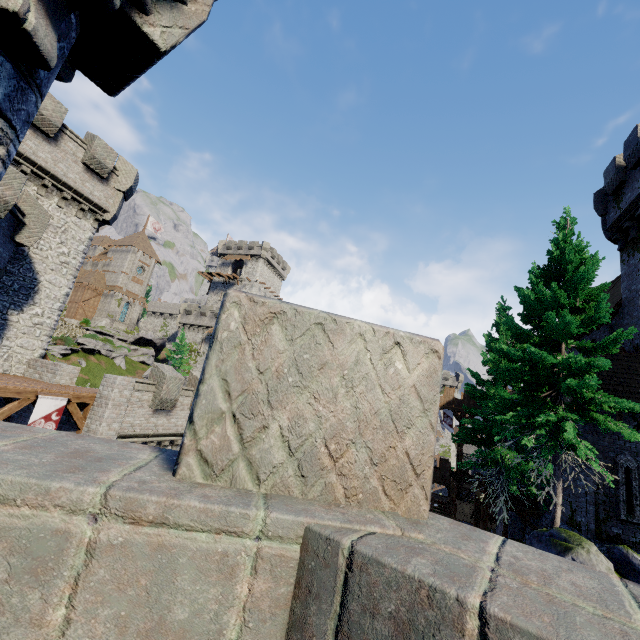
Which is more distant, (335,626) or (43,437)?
(43,437)

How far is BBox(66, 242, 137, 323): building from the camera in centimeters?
5647cm

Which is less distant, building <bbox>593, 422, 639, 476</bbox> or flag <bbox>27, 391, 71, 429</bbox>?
flag <bbox>27, 391, 71, 429</bbox>

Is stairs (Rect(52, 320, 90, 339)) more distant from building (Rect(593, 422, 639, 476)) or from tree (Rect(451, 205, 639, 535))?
building (Rect(593, 422, 639, 476))

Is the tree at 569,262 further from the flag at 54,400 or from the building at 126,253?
the building at 126,253

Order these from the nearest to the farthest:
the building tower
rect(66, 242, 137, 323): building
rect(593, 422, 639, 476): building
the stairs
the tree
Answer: the tree
rect(593, 422, 639, 476): building
the stairs
the building tower
rect(66, 242, 137, 323): building

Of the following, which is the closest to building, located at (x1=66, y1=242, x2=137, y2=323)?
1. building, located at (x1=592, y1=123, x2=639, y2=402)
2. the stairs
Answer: the stairs
